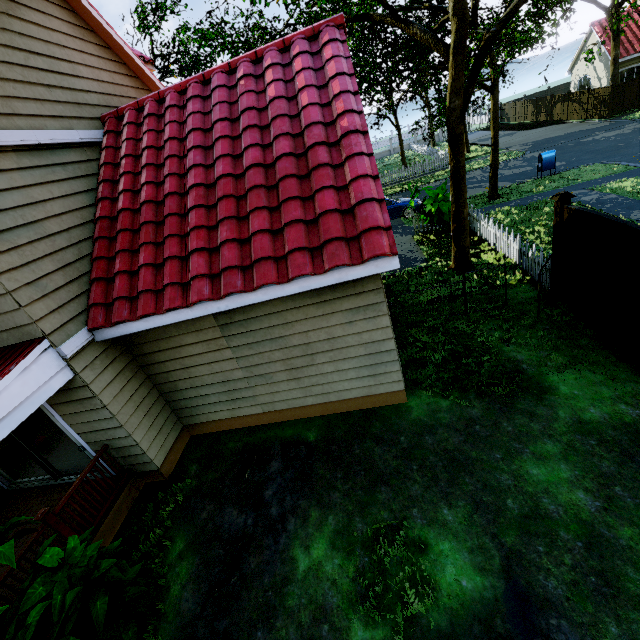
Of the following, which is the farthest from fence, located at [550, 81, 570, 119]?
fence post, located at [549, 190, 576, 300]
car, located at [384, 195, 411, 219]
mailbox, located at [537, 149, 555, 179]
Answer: mailbox, located at [537, 149, 555, 179]

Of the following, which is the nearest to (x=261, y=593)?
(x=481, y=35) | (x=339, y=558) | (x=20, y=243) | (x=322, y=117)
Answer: (x=339, y=558)

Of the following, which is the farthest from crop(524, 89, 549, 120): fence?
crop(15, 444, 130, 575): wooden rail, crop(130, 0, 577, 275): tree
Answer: crop(15, 444, 130, 575): wooden rail

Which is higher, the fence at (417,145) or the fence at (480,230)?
the fence at (417,145)

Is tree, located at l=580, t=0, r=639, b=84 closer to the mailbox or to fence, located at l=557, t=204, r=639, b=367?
fence, located at l=557, t=204, r=639, b=367

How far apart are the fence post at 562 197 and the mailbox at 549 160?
12.5 meters

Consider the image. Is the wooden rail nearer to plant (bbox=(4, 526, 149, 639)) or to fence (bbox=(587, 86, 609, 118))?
plant (bbox=(4, 526, 149, 639))

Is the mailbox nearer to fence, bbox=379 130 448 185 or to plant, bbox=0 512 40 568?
fence, bbox=379 130 448 185
